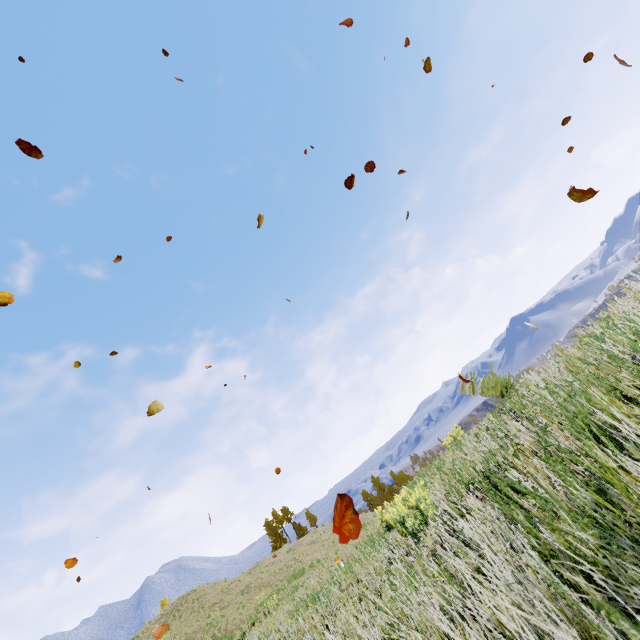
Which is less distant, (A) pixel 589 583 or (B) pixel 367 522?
(A) pixel 589 583
